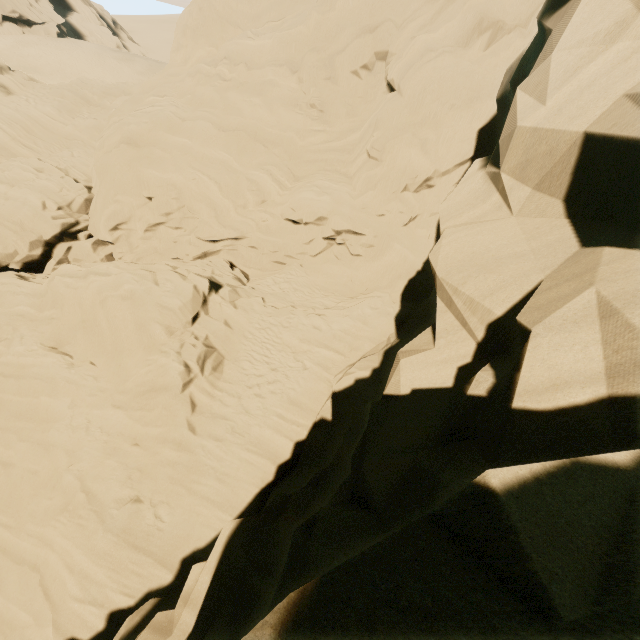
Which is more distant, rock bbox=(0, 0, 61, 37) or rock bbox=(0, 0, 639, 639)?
rock bbox=(0, 0, 61, 37)

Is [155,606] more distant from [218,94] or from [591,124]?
[218,94]

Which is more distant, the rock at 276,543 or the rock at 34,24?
the rock at 34,24
